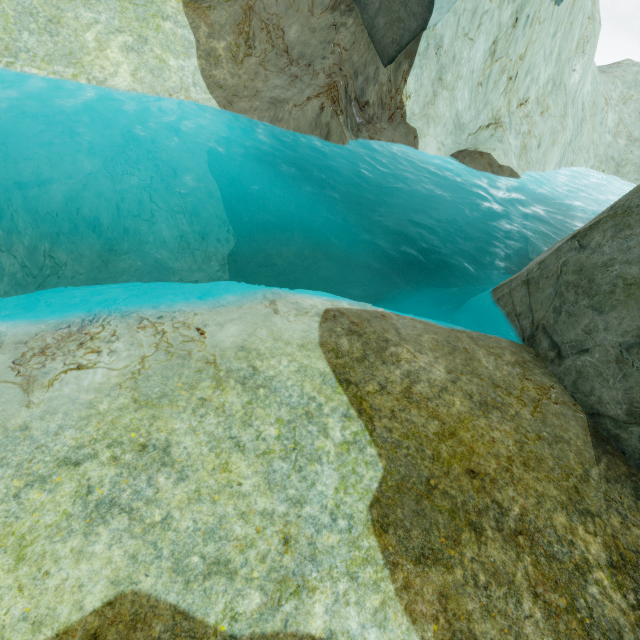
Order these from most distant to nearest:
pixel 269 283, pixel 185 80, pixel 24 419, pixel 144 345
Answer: pixel 269 283 < pixel 185 80 < pixel 144 345 < pixel 24 419

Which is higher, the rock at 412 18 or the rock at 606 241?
the rock at 412 18

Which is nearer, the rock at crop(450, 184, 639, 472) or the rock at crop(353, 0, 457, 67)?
the rock at crop(450, 184, 639, 472)

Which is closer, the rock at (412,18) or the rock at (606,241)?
the rock at (606,241)

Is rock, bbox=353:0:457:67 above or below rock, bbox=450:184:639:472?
above
